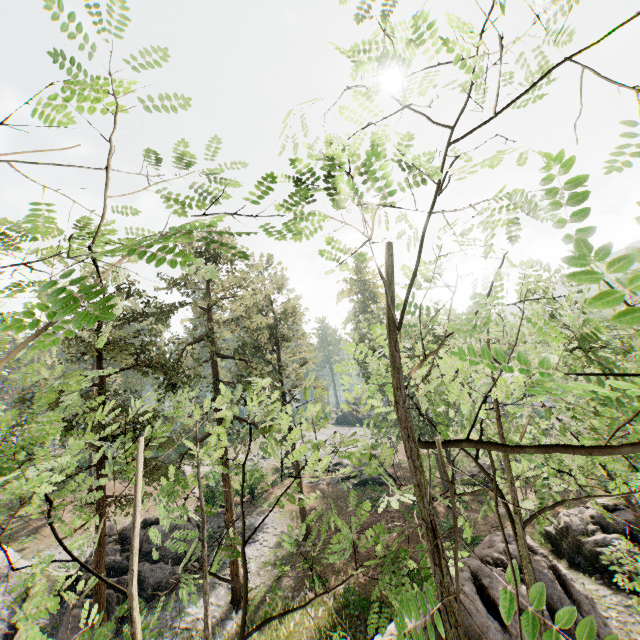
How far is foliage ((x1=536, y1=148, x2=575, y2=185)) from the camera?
1.4m

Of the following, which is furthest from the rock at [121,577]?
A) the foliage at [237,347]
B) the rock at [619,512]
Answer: the rock at [619,512]

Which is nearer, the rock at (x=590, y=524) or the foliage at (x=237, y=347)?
the foliage at (x=237, y=347)

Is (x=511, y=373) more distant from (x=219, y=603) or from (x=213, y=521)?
(x=213, y=521)

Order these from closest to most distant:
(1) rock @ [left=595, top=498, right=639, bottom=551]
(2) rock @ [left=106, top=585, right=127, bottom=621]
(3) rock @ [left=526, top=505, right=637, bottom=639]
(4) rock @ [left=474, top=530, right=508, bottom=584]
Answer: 1. (3) rock @ [left=526, top=505, right=637, bottom=639]
2. (4) rock @ [left=474, top=530, right=508, bottom=584]
3. (2) rock @ [left=106, top=585, right=127, bottom=621]
4. (1) rock @ [left=595, top=498, right=639, bottom=551]

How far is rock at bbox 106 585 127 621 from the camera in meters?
18.7

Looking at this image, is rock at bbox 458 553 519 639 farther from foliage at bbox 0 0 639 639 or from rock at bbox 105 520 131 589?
rock at bbox 105 520 131 589
